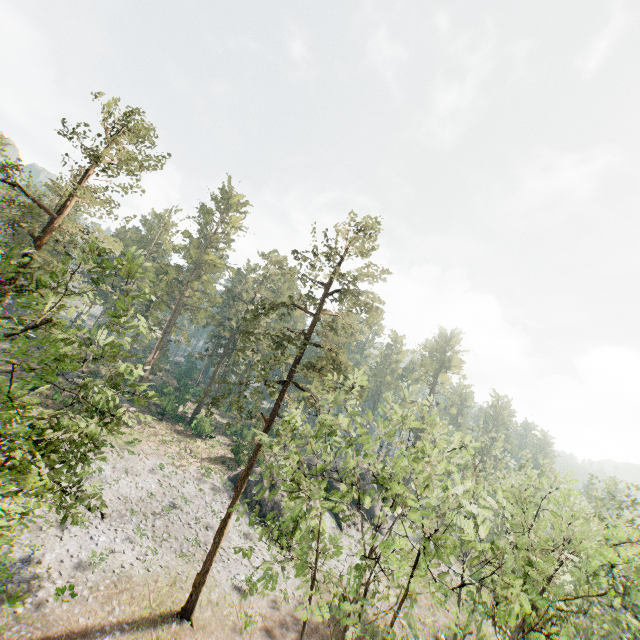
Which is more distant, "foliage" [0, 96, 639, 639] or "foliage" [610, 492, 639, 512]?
"foliage" [610, 492, 639, 512]

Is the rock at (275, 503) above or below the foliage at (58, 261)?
below

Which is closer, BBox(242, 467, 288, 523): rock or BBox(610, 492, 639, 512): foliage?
BBox(610, 492, 639, 512): foliage

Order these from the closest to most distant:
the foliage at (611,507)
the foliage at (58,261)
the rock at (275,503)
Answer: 1. the foliage at (58,261)
2. the foliage at (611,507)
3. the rock at (275,503)

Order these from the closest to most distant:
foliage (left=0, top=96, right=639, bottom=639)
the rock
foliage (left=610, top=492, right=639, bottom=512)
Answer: foliage (left=0, top=96, right=639, bottom=639) < foliage (left=610, top=492, right=639, bottom=512) < the rock

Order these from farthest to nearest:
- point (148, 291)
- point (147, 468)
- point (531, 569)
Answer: point (147, 468)
point (531, 569)
point (148, 291)

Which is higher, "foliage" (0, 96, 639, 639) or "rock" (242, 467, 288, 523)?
"foliage" (0, 96, 639, 639)
